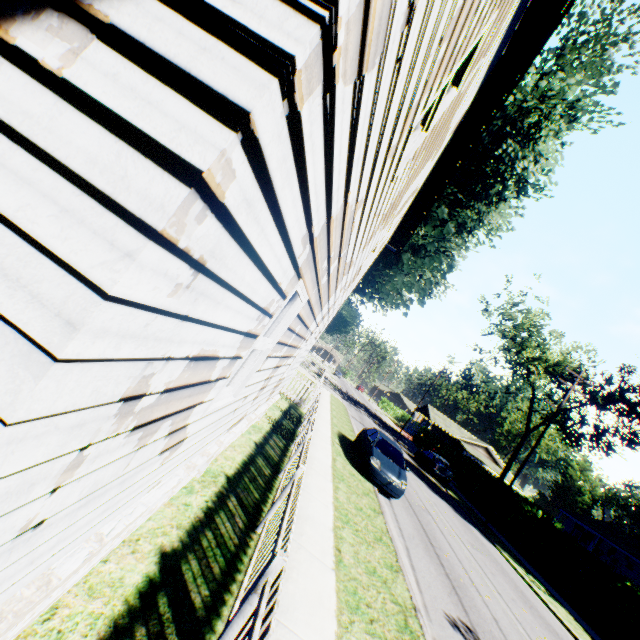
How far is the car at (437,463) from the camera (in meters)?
25.85

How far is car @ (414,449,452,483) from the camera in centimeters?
2585cm

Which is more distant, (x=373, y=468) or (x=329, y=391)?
(x=329, y=391)

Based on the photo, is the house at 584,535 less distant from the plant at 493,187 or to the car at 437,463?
the plant at 493,187

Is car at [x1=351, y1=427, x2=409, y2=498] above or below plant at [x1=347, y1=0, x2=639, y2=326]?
below

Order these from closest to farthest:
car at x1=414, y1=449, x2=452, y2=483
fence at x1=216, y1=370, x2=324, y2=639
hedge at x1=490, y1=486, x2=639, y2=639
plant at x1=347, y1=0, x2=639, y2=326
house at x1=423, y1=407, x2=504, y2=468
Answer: fence at x1=216, y1=370, x2=324, y2=639 → hedge at x1=490, y1=486, x2=639, y2=639 → plant at x1=347, y1=0, x2=639, y2=326 → car at x1=414, y1=449, x2=452, y2=483 → house at x1=423, y1=407, x2=504, y2=468

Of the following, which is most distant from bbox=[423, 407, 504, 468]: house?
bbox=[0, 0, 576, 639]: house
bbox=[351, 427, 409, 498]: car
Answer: bbox=[0, 0, 576, 639]: house

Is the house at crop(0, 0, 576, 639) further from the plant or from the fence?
the plant
